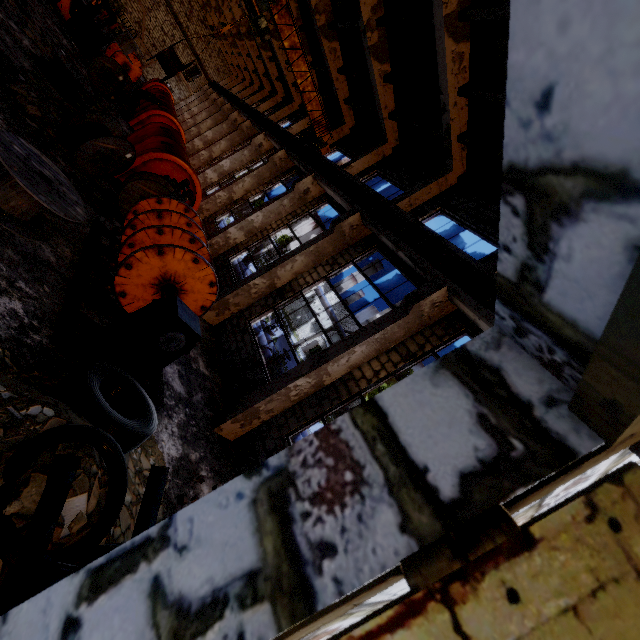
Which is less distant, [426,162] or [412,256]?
[412,256]

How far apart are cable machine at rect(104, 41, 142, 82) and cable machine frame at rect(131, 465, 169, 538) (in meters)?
26.91

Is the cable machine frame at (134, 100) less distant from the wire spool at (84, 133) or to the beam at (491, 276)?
the beam at (491, 276)

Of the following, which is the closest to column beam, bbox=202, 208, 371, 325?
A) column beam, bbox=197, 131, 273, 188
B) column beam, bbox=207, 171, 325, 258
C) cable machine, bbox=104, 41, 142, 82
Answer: column beam, bbox=207, 171, 325, 258

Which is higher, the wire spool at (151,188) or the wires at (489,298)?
the wires at (489,298)

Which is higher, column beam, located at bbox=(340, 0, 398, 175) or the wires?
column beam, located at bbox=(340, 0, 398, 175)

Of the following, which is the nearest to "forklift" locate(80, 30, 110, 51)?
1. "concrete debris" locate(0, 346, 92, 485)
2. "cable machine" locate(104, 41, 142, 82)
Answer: "cable machine" locate(104, 41, 142, 82)

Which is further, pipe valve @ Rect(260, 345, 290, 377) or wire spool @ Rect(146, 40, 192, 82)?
pipe valve @ Rect(260, 345, 290, 377)
